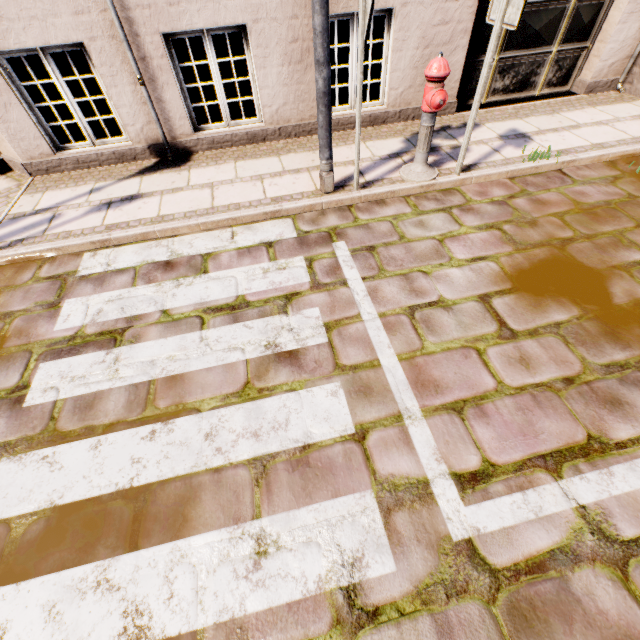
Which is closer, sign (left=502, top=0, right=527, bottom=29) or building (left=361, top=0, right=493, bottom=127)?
sign (left=502, top=0, right=527, bottom=29)

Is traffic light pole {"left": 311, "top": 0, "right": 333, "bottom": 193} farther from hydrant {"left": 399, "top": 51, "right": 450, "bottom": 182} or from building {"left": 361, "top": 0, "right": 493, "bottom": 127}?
building {"left": 361, "top": 0, "right": 493, "bottom": 127}

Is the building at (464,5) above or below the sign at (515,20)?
below

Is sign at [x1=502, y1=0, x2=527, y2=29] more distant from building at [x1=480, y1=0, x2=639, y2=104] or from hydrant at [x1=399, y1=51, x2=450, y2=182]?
building at [x1=480, y1=0, x2=639, y2=104]

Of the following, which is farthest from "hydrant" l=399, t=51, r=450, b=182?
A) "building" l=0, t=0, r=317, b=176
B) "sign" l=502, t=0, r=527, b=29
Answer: "building" l=0, t=0, r=317, b=176

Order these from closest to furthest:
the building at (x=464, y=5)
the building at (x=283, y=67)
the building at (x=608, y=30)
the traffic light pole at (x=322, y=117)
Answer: the traffic light pole at (x=322, y=117) < the building at (x=283, y=67) < the building at (x=464, y=5) < the building at (x=608, y=30)

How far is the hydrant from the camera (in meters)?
3.30

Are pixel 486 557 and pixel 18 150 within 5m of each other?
no
